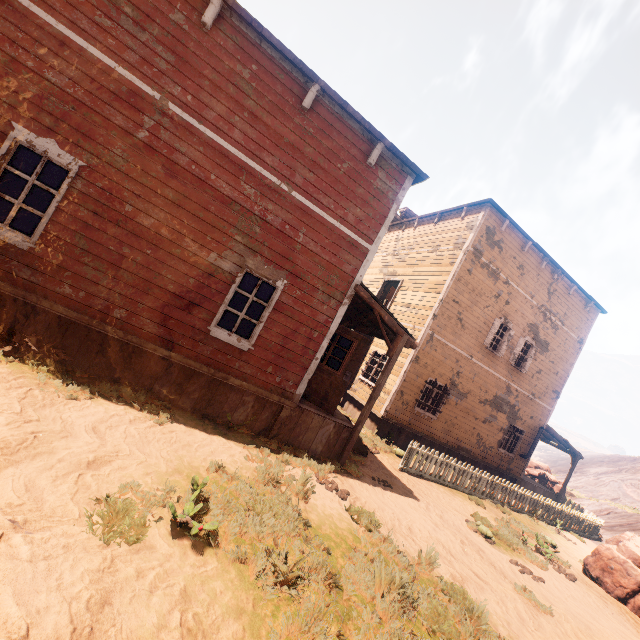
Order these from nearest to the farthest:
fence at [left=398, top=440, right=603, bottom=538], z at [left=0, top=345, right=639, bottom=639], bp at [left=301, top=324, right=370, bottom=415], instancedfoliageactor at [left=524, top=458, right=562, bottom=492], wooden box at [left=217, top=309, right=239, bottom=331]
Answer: z at [left=0, top=345, right=639, bottom=639] < bp at [left=301, top=324, right=370, bottom=415] < fence at [left=398, top=440, right=603, bottom=538] < wooden box at [left=217, top=309, right=239, bottom=331] < instancedfoliageactor at [left=524, top=458, right=562, bottom=492]

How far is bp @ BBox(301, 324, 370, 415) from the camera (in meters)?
8.30

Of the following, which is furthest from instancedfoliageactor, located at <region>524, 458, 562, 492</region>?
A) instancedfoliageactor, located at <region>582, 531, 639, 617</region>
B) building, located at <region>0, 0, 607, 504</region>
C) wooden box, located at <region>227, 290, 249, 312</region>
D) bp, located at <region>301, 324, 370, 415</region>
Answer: wooden box, located at <region>227, 290, 249, 312</region>

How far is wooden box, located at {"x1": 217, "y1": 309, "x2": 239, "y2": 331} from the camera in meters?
13.9 m

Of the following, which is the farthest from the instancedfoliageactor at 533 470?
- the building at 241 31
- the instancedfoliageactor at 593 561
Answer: the instancedfoliageactor at 593 561

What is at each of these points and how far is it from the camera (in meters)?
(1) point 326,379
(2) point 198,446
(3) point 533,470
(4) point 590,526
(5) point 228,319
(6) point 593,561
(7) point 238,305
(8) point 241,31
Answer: (1) bp, 8.40
(2) z, 5.44
(3) instancedfoliageactor, 22.84
(4) fence, 15.95
(5) wooden box, 14.02
(6) instancedfoliageactor, 9.46
(7) wooden box, 14.16
(8) building, 5.94

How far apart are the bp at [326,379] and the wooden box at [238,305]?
6.20m

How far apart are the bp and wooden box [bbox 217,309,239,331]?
6.2m
